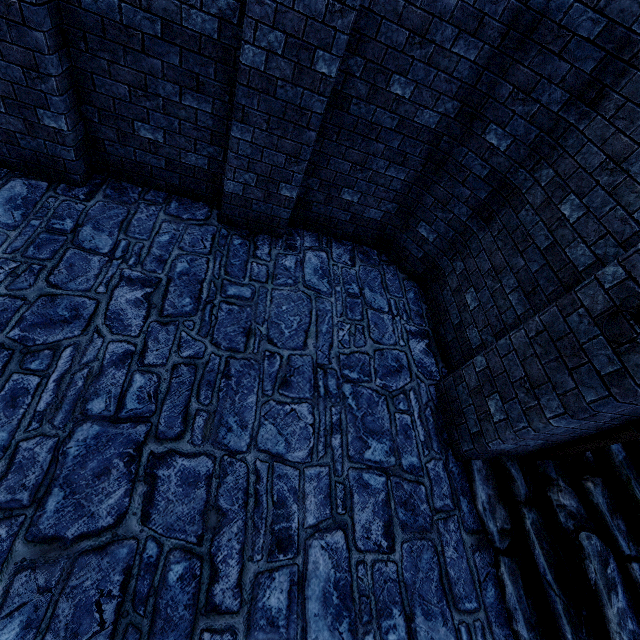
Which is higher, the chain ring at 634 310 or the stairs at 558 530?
the chain ring at 634 310

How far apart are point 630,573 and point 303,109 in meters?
5.7 m

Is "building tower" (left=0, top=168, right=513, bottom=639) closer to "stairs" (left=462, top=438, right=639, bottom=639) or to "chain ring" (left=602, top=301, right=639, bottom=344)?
"stairs" (left=462, top=438, right=639, bottom=639)

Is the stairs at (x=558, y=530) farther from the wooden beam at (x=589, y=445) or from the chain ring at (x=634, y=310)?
the chain ring at (x=634, y=310)

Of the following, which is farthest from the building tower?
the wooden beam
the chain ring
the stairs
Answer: the chain ring

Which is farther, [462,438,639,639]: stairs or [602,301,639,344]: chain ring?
[462,438,639,639]: stairs

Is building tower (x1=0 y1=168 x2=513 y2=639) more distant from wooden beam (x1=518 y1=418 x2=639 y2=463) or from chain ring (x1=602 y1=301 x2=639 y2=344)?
chain ring (x1=602 y1=301 x2=639 y2=344)

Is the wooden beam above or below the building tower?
above
